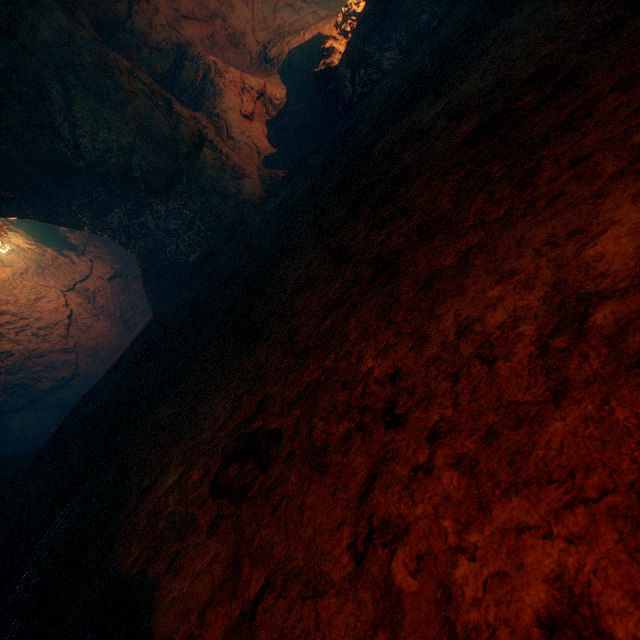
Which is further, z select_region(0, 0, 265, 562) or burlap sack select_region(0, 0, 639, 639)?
z select_region(0, 0, 265, 562)

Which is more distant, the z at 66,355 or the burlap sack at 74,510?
the z at 66,355

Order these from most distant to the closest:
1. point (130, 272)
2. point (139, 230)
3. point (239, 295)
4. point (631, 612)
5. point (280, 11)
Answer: point (130, 272) < point (280, 11) < point (139, 230) < point (239, 295) < point (631, 612)
